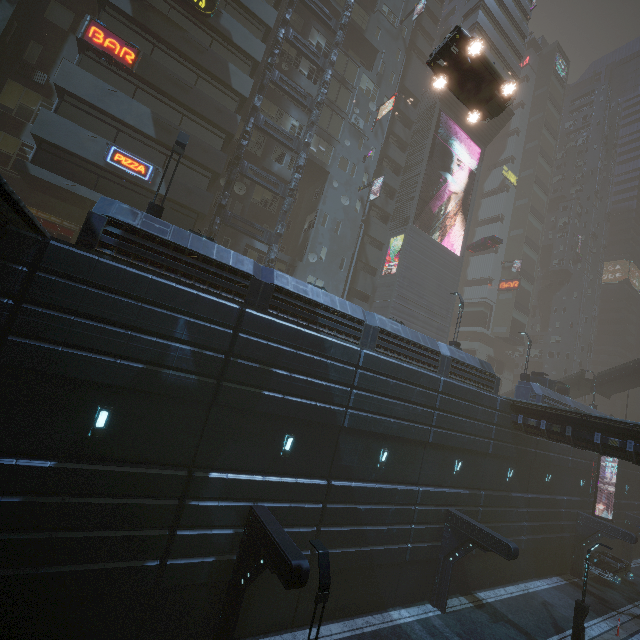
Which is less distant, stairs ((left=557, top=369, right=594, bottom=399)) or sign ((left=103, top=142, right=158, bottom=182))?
sign ((left=103, top=142, right=158, bottom=182))

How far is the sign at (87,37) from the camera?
17.4m

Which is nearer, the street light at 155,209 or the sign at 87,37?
the street light at 155,209

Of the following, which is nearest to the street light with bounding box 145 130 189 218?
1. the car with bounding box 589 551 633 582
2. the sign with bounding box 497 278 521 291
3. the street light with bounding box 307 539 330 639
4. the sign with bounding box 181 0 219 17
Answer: the street light with bounding box 307 539 330 639

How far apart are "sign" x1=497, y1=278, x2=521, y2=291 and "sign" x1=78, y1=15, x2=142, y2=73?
56.0m

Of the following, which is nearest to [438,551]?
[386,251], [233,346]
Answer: [233,346]

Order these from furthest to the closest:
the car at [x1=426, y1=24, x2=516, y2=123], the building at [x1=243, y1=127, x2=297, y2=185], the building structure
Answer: the building at [x1=243, y1=127, x2=297, y2=185]
the building structure
the car at [x1=426, y1=24, x2=516, y2=123]

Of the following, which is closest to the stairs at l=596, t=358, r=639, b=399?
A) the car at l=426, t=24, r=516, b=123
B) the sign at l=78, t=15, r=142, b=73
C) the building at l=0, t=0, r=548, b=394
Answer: the building at l=0, t=0, r=548, b=394
